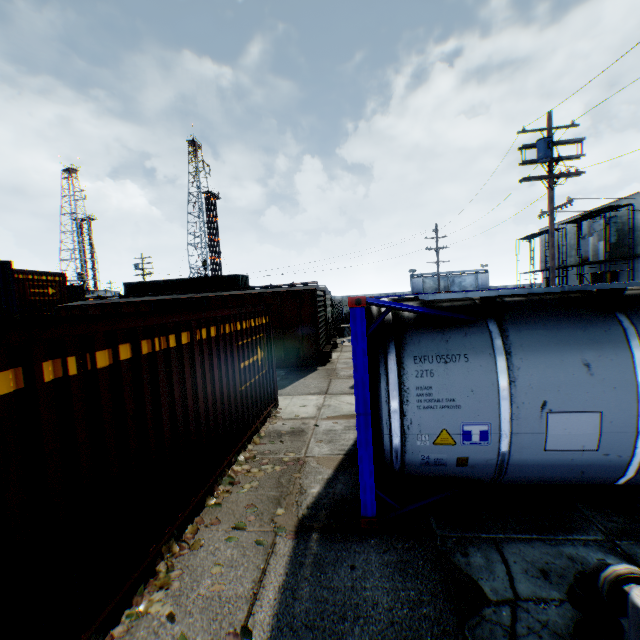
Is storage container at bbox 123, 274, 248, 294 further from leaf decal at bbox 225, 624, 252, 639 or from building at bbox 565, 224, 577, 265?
building at bbox 565, 224, 577, 265

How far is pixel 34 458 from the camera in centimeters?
248cm

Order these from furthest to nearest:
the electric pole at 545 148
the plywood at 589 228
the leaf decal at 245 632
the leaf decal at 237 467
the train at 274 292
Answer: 1. the plywood at 589 228
2. the train at 274 292
3. the electric pole at 545 148
4. the leaf decal at 237 467
5. the leaf decal at 245 632

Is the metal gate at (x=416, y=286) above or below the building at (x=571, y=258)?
below

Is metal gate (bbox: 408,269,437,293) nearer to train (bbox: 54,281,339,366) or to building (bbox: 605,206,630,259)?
building (bbox: 605,206,630,259)

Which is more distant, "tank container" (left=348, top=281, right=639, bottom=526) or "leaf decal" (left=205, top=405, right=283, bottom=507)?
"leaf decal" (left=205, top=405, right=283, bottom=507)

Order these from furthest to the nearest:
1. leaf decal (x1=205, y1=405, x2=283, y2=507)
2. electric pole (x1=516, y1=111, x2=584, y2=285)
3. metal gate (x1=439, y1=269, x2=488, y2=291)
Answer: metal gate (x1=439, y1=269, x2=488, y2=291), electric pole (x1=516, y1=111, x2=584, y2=285), leaf decal (x1=205, y1=405, x2=283, y2=507)

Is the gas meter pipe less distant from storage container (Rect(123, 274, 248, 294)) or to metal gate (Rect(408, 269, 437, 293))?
storage container (Rect(123, 274, 248, 294))
